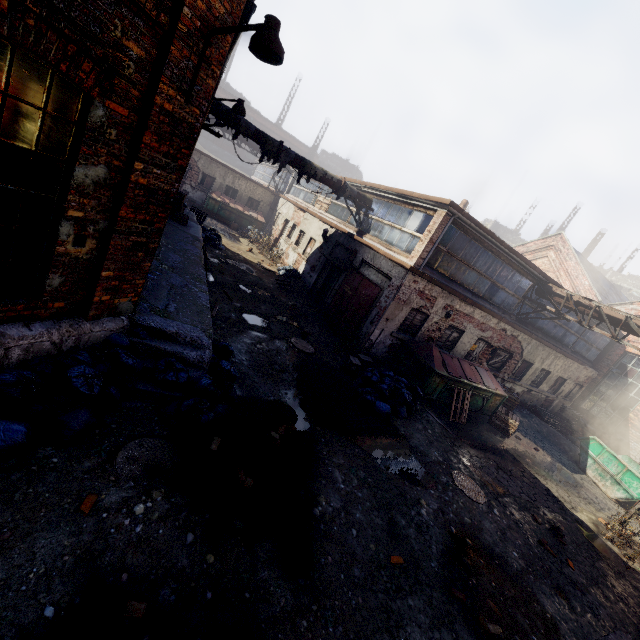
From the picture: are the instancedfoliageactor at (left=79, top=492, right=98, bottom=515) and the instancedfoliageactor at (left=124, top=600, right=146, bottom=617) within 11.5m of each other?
yes

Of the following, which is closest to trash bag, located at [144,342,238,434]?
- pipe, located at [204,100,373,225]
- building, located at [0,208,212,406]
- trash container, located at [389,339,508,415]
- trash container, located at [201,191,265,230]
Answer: building, located at [0,208,212,406]

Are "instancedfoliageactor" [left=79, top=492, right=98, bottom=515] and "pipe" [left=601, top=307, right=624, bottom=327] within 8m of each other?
no

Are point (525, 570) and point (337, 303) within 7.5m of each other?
no

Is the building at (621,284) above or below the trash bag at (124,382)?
above

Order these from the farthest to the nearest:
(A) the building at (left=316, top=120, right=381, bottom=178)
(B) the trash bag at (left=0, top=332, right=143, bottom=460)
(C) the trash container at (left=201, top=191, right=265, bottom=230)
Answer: (A) the building at (left=316, top=120, right=381, bottom=178) < (C) the trash container at (left=201, top=191, right=265, bottom=230) < (B) the trash bag at (left=0, top=332, right=143, bottom=460)

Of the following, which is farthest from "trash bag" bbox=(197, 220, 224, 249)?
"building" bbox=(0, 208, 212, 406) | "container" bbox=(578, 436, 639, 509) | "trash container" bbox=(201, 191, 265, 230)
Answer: "container" bbox=(578, 436, 639, 509)

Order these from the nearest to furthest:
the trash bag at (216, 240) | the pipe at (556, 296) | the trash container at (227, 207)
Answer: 1. the pipe at (556, 296)
2. the trash bag at (216, 240)
3. the trash container at (227, 207)
